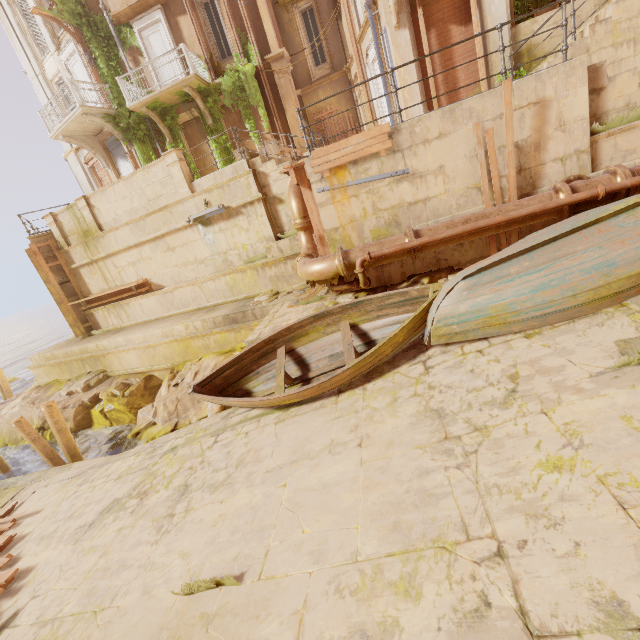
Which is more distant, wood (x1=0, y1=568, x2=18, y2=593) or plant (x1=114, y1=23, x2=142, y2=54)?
plant (x1=114, y1=23, x2=142, y2=54)

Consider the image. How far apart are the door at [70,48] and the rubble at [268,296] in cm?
1438

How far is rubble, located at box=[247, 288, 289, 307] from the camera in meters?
10.6

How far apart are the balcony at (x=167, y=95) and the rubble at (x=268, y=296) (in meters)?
9.96

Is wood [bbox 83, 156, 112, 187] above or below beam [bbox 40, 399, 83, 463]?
above

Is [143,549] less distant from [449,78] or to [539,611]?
[539,611]

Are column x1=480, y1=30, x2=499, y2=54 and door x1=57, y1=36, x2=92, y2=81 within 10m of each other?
no

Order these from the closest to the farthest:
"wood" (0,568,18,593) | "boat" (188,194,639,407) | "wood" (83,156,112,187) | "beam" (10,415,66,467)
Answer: "boat" (188,194,639,407)
"wood" (0,568,18,593)
"beam" (10,415,66,467)
"wood" (83,156,112,187)
